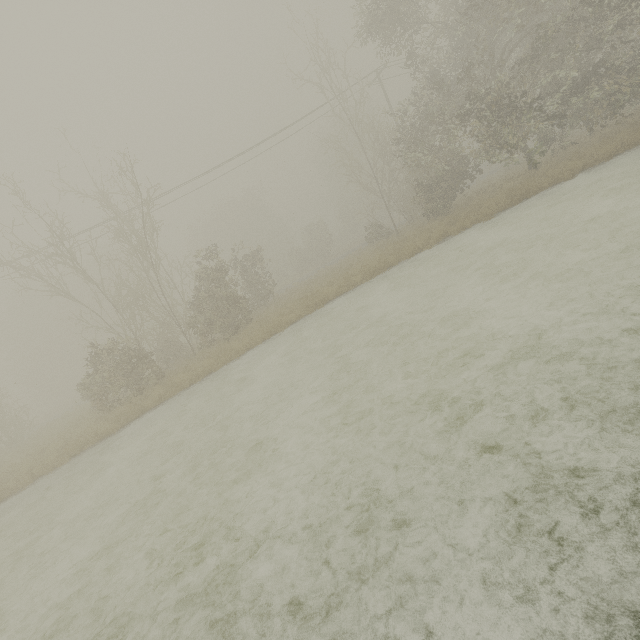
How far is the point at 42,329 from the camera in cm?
4550
